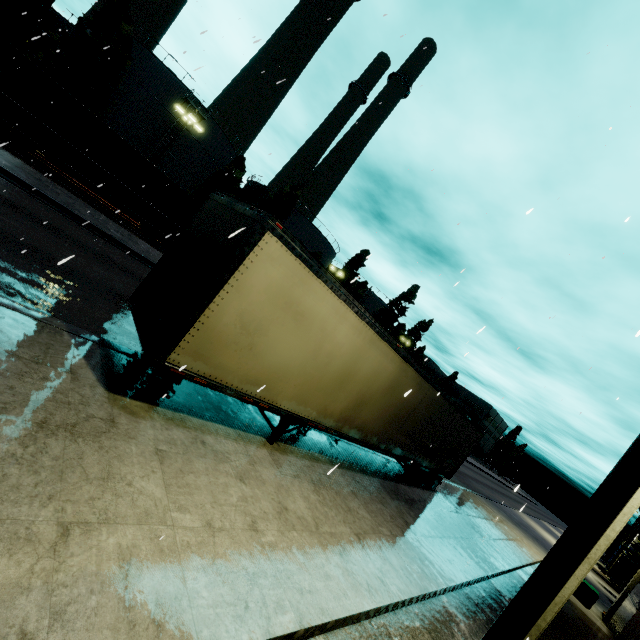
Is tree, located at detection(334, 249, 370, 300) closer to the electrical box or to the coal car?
the coal car

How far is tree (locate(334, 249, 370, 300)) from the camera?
50.5 meters

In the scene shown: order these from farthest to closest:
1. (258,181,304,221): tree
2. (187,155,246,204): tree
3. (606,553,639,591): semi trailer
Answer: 1. (258,181,304,221): tree
2. (187,155,246,204): tree
3. (606,553,639,591): semi trailer

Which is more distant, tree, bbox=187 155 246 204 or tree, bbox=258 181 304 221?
tree, bbox=258 181 304 221

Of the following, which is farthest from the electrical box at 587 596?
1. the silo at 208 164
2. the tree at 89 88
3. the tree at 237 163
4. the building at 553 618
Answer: the tree at 89 88

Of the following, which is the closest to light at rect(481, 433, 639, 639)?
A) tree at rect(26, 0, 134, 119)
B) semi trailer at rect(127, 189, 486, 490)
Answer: semi trailer at rect(127, 189, 486, 490)

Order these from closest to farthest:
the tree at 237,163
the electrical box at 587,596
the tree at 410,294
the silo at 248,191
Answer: the electrical box at 587,596 → the tree at 237,163 → the silo at 248,191 → the tree at 410,294

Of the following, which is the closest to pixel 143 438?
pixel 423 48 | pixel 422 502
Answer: pixel 423 48
